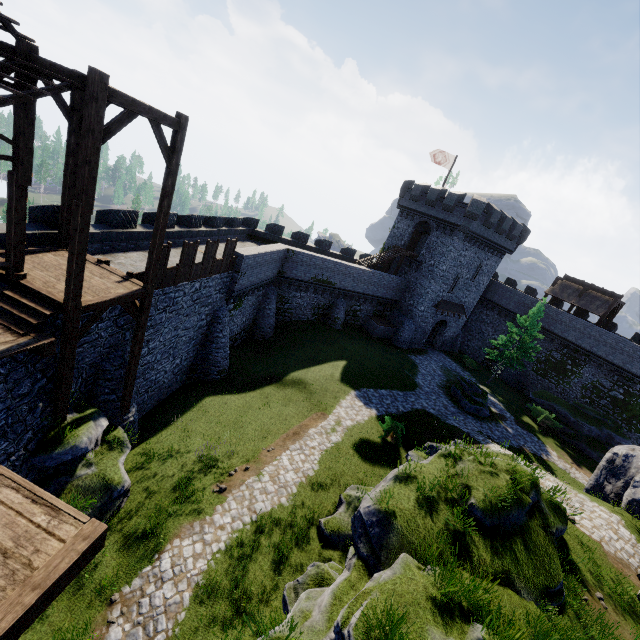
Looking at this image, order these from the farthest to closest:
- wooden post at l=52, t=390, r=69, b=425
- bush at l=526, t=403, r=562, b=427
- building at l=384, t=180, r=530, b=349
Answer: building at l=384, t=180, r=530, b=349, bush at l=526, t=403, r=562, b=427, wooden post at l=52, t=390, r=69, b=425

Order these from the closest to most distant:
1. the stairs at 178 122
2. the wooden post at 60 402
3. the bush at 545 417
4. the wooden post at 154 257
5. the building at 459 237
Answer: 1. the stairs at 178 122
2. the wooden post at 60 402
3. the wooden post at 154 257
4. the bush at 545 417
5. the building at 459 237

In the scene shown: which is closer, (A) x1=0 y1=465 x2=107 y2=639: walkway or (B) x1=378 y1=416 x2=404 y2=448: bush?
(A) x1=0 y1=465 x2=107 y2=639: walkway

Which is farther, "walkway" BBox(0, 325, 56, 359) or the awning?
the awning

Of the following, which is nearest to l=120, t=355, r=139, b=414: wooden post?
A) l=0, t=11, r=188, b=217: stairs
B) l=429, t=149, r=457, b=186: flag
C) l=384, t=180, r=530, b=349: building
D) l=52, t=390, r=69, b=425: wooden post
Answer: l=0, t=11, r=188, b=217: stairs

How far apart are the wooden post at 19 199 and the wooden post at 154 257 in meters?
3.2

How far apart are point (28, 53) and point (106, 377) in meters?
10.5

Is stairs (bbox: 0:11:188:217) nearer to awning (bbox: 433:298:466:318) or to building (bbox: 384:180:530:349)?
building (bbox: 384:180:530:349)
